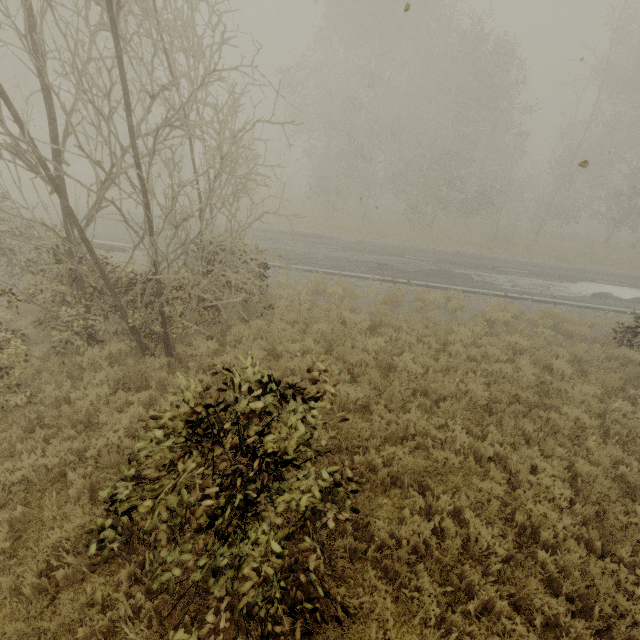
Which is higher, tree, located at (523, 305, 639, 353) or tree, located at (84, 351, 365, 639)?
tree, located at (84, 351, 365, 639)

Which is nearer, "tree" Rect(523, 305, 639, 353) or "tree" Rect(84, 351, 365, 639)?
"tree" Rect(84, 351, 365, 639)

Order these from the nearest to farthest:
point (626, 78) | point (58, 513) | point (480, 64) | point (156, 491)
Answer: point (156, 491)
point (58, 513)
point (480, 64)
point (626, 78)

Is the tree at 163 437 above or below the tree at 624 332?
above

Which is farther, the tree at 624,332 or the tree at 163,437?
the tree at 624,332
